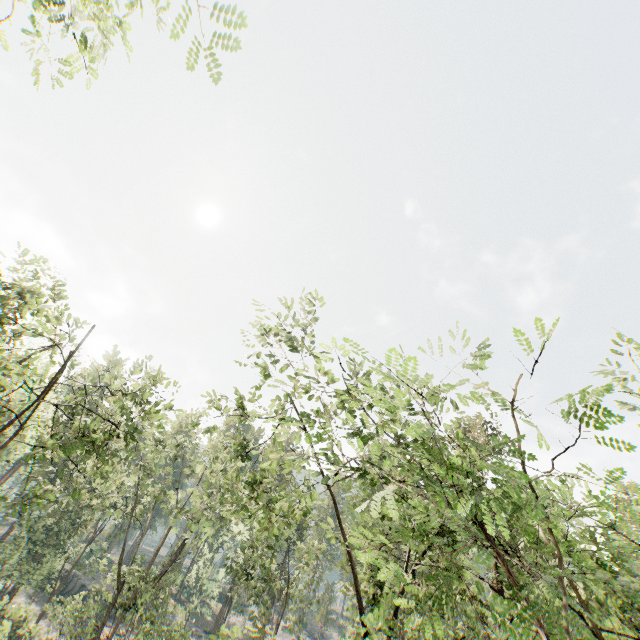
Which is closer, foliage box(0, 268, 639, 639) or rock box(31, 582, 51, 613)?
foliage box(0, 268, 639, 639)

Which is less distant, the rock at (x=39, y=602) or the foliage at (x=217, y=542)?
the foliage at (x=217, y=542)

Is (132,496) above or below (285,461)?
above

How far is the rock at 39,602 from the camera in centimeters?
4100cm

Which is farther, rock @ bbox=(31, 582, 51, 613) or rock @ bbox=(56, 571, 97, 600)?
rock @ bbox=(56, 571, 97, 600)

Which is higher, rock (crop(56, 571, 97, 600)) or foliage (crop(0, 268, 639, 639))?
foliage (crop(0, 268, 639, 639))

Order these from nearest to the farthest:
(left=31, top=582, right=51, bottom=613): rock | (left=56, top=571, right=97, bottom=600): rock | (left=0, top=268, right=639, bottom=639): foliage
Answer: (left=0, top=268, right=639, bottom=639): foliage
(left=31, top=582, right=51, bottom=613): rock
(left=56, top=571, right=97, bottom=600): rock
